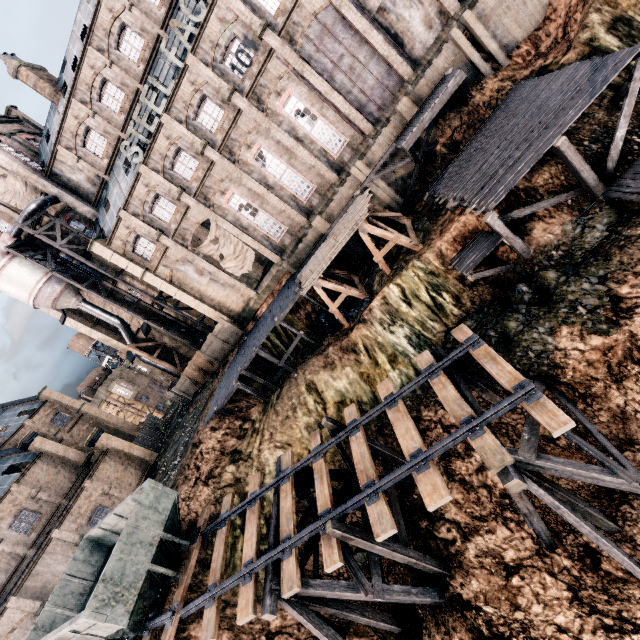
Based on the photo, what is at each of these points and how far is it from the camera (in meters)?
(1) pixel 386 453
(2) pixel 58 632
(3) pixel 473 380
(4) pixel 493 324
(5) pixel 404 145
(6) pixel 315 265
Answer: (1) wooden support structure, 15.23
(2) rail car container, 12.03
(3) wooden support structure, 13.20
(4) stone debris, 16.73
(5) wooden platform, 21.06
(6) wood pile, 22.20

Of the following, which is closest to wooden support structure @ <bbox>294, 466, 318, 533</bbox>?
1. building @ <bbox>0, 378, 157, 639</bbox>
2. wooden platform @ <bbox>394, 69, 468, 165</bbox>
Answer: wooden platform @ <bbox>394, 69, 468, 165</bbox>

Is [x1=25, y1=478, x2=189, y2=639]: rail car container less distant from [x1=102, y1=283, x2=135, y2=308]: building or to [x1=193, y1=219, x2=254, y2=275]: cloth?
[x1=102, y1=283, x2=135, y2=308]: building

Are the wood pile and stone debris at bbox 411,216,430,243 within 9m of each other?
yes

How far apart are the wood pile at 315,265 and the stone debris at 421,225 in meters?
3.5

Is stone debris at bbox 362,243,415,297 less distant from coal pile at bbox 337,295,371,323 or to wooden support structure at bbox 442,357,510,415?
coal pile at bbox 337,295,371,323

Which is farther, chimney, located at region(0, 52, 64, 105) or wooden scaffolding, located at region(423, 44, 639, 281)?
chimney, located at region(0, 52, 64, 105)

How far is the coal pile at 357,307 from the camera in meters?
22.7 m
